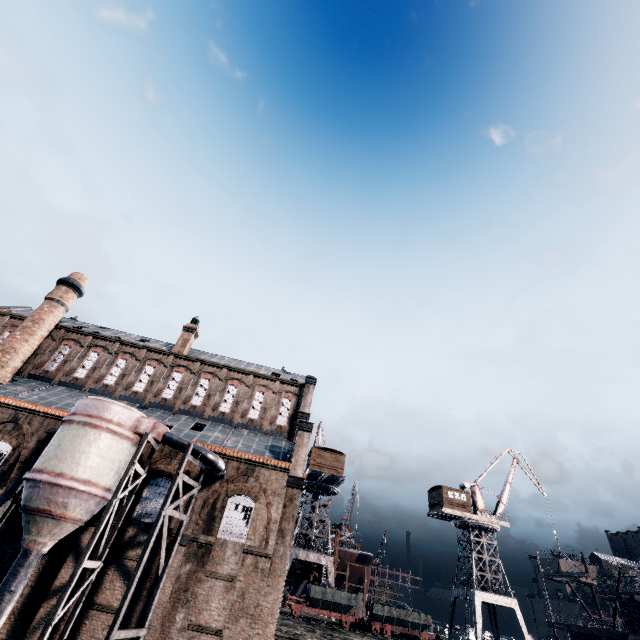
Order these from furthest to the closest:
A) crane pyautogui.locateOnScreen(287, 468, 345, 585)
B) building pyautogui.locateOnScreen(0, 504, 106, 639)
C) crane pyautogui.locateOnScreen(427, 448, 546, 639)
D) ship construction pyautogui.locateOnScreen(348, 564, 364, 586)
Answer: ship construction pyautogui.locateOnScreen(348, 564, 364, 586)
crane pyautogui.locateOnScreen(287, 468, 345, 585)
crane pyautogui.locateOnScreen(427, 448, 546, 639)
building pyautogui.locateOnScreen(0, 504, 106, 639)

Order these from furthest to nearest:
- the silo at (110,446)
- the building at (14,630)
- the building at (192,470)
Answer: the building at (192,470)
the building at (14,630)
the silo at (110,446)

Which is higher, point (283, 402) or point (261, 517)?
point (283, 402)

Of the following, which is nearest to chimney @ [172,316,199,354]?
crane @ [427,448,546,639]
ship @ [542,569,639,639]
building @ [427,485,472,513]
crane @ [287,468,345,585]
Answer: crane @ [287,468,345,585]

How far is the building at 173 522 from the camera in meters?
21.3

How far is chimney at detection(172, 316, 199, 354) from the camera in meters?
36.5 m

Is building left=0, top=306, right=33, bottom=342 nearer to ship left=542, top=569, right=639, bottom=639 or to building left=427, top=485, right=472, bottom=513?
building left=427, top=485, right=472, bottom=513

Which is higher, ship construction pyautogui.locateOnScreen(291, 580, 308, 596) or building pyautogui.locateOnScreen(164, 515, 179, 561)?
building pyautogui.locateOnScreen(164, 515, 179, 561)
